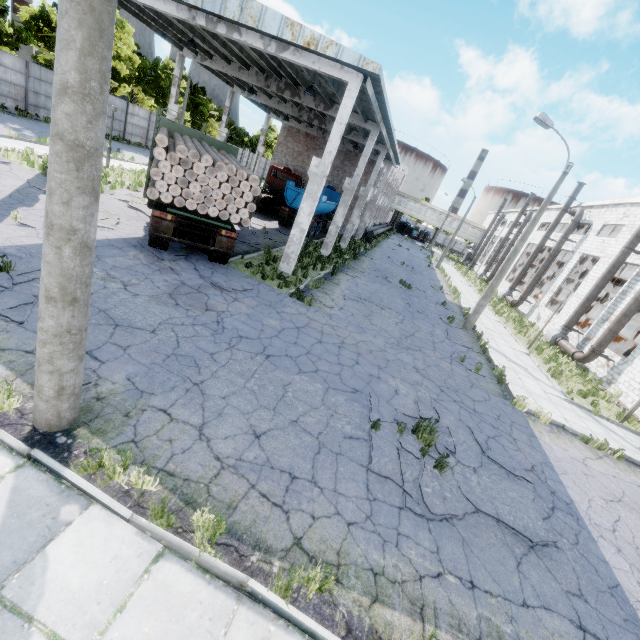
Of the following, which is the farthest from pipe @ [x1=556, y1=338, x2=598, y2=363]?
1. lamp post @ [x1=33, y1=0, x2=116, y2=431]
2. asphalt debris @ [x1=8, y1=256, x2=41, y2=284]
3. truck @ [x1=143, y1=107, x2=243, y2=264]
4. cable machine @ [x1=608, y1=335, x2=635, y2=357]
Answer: asphalt debris @ [x1=8, y1=256, x2=41, y2=284]

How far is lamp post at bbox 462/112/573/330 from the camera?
14.38m

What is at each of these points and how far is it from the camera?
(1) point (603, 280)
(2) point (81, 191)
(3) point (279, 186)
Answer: (1) pipe, 20.86m
(2) lamp post, 3.17m
(3) truck, 30.25m

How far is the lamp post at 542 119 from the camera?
14.38m

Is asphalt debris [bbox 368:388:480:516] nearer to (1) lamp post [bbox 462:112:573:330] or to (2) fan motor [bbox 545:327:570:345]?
(1) lamp post [bbox 462:112:573:330]

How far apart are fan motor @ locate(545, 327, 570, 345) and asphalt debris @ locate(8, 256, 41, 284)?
26.7 meters

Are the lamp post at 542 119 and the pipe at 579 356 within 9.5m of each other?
yes

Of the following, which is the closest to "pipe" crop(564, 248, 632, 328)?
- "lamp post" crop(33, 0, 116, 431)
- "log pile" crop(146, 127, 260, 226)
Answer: "log pile" crop(146, 127, 260, 226)
